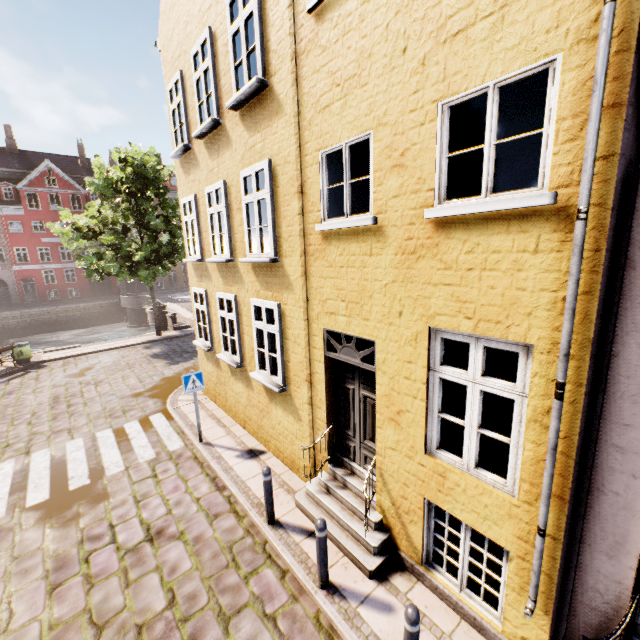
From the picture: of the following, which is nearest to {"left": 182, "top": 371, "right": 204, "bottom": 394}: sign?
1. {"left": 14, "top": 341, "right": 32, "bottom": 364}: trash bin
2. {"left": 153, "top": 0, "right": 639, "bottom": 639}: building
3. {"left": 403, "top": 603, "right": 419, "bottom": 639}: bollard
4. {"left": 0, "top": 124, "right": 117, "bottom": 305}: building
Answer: {"left": 153, "top": 0, "right": 639, "bottom": 639}: building

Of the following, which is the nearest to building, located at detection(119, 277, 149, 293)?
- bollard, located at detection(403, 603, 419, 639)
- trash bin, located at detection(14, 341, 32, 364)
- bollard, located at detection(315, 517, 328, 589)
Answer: trash bin, located at detection(14, 341, 32, 364)

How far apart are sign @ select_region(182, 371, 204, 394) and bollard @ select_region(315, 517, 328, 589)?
4.8m

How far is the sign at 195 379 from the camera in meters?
7.9 m

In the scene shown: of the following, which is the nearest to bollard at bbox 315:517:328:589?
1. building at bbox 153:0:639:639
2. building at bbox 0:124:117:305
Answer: building at bbox 153:0:639:639

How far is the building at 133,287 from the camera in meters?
43.4

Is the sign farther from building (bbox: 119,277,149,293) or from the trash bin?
building (bbox: 119,277,149,293)

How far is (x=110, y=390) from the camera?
12.2m
